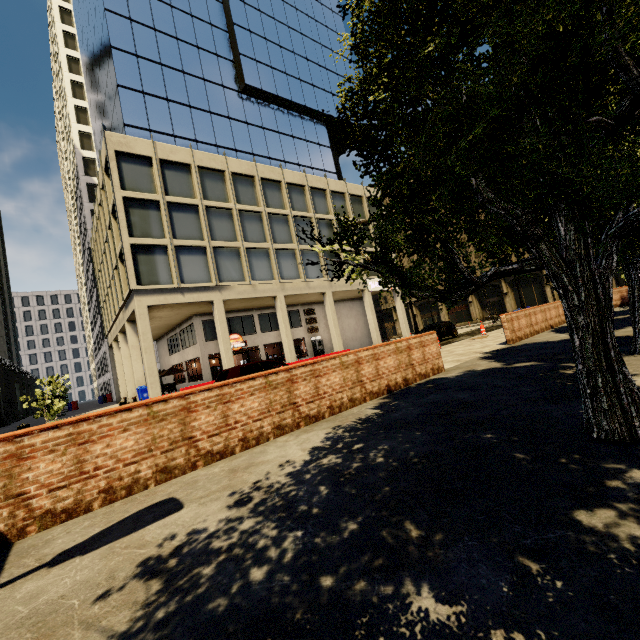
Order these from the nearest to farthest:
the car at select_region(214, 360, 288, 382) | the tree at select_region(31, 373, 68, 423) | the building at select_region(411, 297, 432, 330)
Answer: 1. the car at select_region(214, 360, 288, 382)
2. the tree at select_region(31, 373, 68, 423)
3. the building at select_region(411, 297, 432, 330)

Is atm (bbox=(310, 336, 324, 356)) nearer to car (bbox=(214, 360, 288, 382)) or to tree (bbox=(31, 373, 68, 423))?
car (bbox=(214, 360, 288, 382))

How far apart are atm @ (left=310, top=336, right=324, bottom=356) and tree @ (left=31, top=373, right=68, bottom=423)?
19.4m

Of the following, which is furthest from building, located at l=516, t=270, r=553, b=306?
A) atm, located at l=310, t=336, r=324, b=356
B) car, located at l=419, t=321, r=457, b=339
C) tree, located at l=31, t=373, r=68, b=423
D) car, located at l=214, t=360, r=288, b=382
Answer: car, located at l=214, t=360, r=288, b=382

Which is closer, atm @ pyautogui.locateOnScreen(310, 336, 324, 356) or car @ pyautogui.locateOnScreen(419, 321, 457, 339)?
car @ pyautogui.locateOnScreen(419, 321, 457, 339)

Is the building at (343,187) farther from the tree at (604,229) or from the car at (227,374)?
the car at (227,374)

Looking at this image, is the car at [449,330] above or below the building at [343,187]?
below

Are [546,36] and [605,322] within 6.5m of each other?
yes
